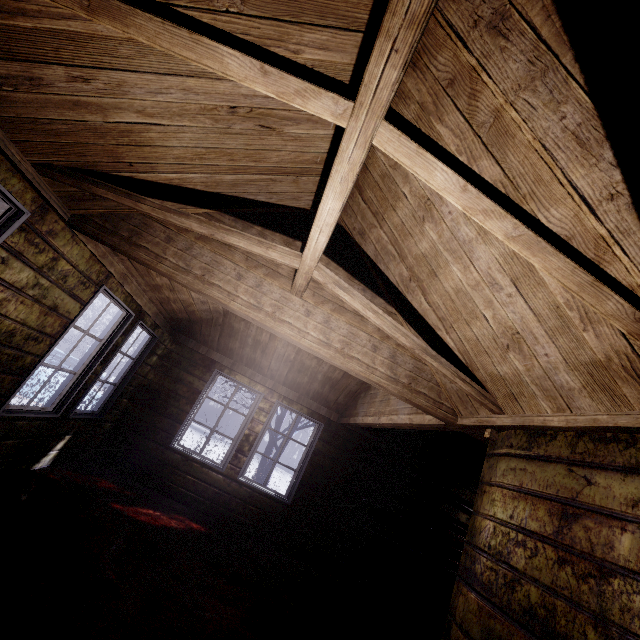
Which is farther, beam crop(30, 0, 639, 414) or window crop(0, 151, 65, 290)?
window crop(0, 151, 65, 290)

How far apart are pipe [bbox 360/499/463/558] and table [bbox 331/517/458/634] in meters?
0.1 m

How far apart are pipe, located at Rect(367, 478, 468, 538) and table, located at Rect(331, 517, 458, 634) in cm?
42

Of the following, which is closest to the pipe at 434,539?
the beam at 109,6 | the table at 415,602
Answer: the table at 415,602

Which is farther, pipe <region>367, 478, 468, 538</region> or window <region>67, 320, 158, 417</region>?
pipe <region>367, 478, 468, 538</region>

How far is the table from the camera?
4.14m

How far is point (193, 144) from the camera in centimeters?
183cm

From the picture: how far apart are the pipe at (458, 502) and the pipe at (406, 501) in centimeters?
11cm
